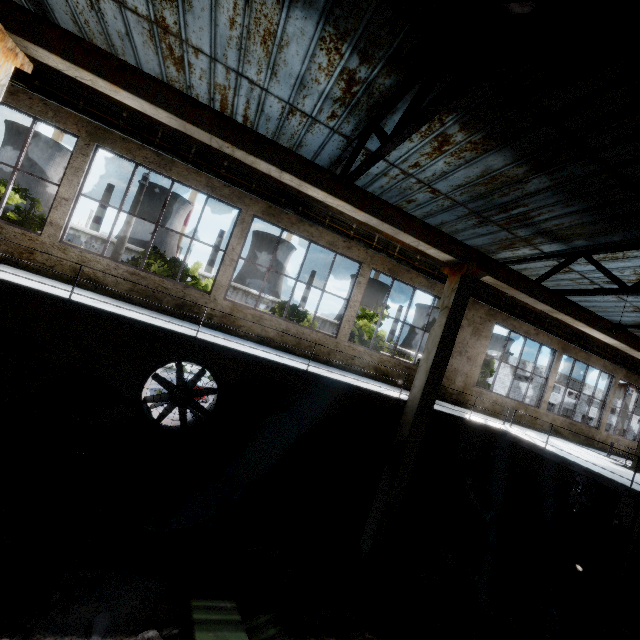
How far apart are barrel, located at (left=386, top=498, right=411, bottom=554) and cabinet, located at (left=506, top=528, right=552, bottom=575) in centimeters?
504cm

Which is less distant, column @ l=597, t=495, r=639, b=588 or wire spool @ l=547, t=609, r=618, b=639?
wire spool @ l=547, t=609, r=618, b=639

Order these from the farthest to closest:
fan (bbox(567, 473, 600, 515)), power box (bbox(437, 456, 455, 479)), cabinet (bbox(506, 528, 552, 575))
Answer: fan (bbox(567, 473, 600, 515))
power box (bbox(437, 456, 455, 479))
cabinet (bbox(506, 528, 552, 575))

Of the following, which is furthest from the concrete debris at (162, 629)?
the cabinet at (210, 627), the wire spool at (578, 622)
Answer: the wire spool at (578, 622)

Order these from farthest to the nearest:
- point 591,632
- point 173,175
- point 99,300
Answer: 1. point 173,175
2. point 591,632
3. point 99,300

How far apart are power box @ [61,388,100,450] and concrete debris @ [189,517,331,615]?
4.3 meters

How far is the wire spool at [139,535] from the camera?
5.5m

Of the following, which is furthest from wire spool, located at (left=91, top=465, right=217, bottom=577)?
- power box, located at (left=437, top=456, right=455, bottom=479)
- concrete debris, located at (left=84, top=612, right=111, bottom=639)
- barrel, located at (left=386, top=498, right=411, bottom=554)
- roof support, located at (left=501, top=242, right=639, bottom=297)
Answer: roof support, located at (left=501, top=242, right=639, bottom=297)
